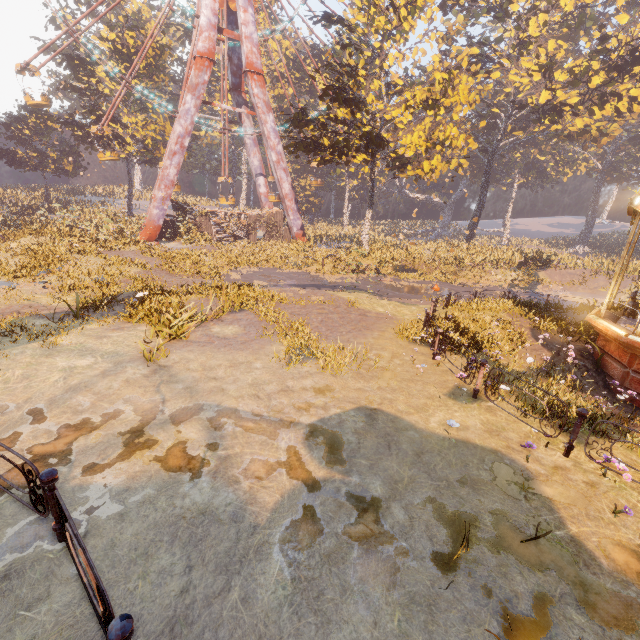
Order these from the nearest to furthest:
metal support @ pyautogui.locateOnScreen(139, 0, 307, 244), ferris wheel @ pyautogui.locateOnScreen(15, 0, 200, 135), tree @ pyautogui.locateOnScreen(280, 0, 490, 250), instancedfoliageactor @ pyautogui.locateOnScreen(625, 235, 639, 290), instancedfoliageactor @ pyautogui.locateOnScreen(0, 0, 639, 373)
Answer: instancedfoliageactor @ pyautogui.locateOnScreen(0, 0, 639, 373)
tree @ pyautogui.locateOnScreen(280, 0, 490, 250)
instancedfoliageactor @ pyautogui.locateOnScreen(625, 235, 639, 290)
ferris wheel @ pyautogui.locateOnScreen(15, 0, 200, 135)
metal support @ pyautogui.locateOnScreen(139, 0, 307, 244)

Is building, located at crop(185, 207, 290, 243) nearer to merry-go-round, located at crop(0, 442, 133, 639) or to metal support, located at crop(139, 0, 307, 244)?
metal support, located at crop(139, 0, 307, 244)

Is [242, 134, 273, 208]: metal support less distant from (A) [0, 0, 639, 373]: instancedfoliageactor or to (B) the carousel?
(A) [0, 0, 639, 373]: instancedfoliageactor

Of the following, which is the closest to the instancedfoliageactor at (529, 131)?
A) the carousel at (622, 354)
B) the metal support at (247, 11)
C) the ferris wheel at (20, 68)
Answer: the carousel at (622, 354)

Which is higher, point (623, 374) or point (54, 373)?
point (623, 374)

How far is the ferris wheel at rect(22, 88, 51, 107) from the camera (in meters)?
24.91

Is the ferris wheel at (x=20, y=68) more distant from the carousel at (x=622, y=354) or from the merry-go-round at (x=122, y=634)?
the carousel at (x=622, y=354)
